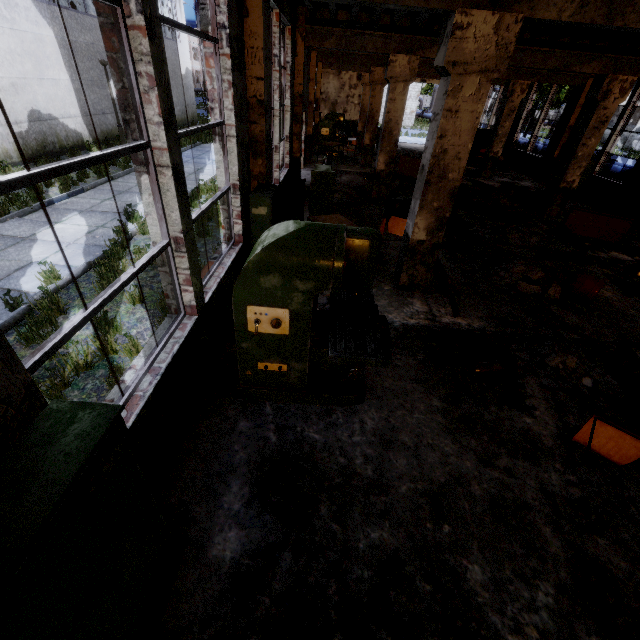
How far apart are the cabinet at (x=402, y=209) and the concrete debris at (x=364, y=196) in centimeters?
173cm

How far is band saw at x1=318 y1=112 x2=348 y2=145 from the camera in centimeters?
1703cm

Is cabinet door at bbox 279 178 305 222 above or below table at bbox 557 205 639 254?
above

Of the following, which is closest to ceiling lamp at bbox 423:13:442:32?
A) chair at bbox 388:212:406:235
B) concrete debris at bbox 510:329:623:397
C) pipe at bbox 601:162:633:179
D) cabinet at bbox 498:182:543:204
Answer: chair at bbox 388:212:406:235

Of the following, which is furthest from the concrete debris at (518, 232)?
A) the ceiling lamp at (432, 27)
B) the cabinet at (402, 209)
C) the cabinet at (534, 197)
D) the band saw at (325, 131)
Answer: the band saw at (325, 131)

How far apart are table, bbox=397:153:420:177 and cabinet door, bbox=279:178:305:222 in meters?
10.8

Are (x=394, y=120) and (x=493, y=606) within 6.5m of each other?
no

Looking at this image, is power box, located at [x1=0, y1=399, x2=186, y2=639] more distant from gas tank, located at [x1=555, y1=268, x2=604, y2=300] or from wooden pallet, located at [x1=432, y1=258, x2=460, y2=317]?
gas tank, located at [x1=555, y1=268, x2=604, y2=300]
